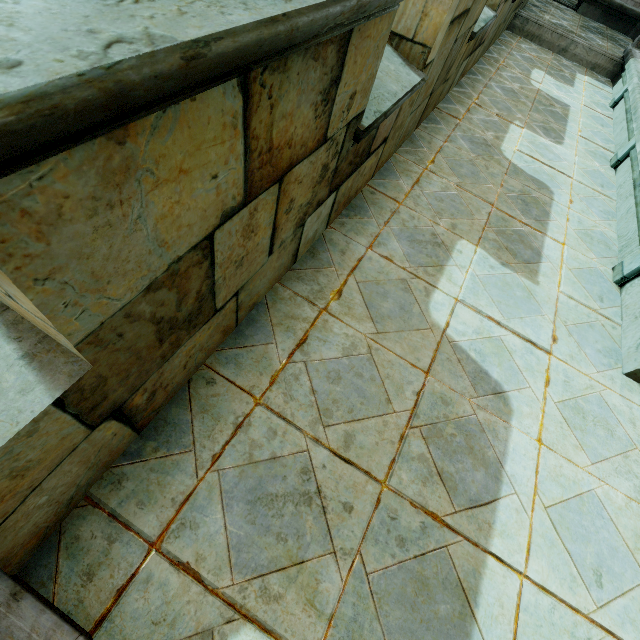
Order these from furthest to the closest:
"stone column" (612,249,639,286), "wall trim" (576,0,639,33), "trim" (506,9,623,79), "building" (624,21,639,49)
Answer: "wall trim" (576,0,639,33)
"building" (624,21,639,49)
"trim" (506,9,623,79)
"stone column" (612,249,639,286)

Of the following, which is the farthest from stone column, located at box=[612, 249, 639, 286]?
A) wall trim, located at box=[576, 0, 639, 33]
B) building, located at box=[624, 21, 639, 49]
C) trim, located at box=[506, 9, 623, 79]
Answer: wall trim, located at box=[576, 0, 639, 33]

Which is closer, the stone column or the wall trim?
the stone column

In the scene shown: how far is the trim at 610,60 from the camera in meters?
8.5

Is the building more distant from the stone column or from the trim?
the stone column

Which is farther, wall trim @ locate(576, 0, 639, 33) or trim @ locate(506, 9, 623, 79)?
wall trim @ locate(576, 0, 639, 33)

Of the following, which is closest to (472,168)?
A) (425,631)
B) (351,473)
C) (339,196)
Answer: (339,196)

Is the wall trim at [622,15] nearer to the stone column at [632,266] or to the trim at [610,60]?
the trim at [610,60]
